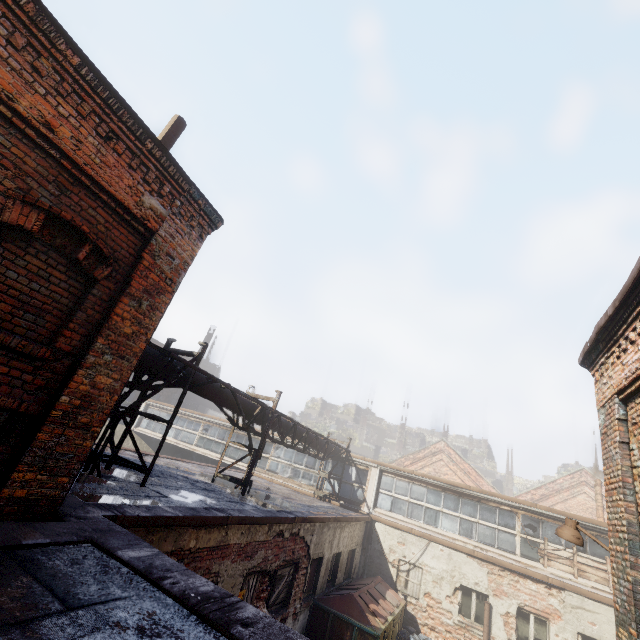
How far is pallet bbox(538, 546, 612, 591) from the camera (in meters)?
11.88

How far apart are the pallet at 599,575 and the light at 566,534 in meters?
9.7 m

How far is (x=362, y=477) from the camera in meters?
16.7 m

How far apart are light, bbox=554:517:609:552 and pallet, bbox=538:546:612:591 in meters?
9.7

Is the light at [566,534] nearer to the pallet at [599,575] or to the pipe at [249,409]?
the pipe at [249,409]

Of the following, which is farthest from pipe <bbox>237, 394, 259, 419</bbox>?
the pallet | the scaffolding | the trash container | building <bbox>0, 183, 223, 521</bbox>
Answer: the trash container

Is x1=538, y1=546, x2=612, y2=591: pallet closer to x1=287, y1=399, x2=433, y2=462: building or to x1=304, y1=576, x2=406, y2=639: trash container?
x1=304, y1=576, x2=406, y2=639: trash container

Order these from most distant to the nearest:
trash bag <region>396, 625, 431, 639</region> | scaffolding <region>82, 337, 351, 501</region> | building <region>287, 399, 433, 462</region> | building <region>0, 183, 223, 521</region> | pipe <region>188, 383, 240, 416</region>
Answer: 1. building <region>287, 399, 433, 462</region>
2. trash bag <region>396, 625, 431, 639</region>
3. pipe <region>188, 383, 240, 416</region>
4. scaffolding <region>82, 337, 351, 501</region>
5. building <region>0, 183, 223, 521</region>
